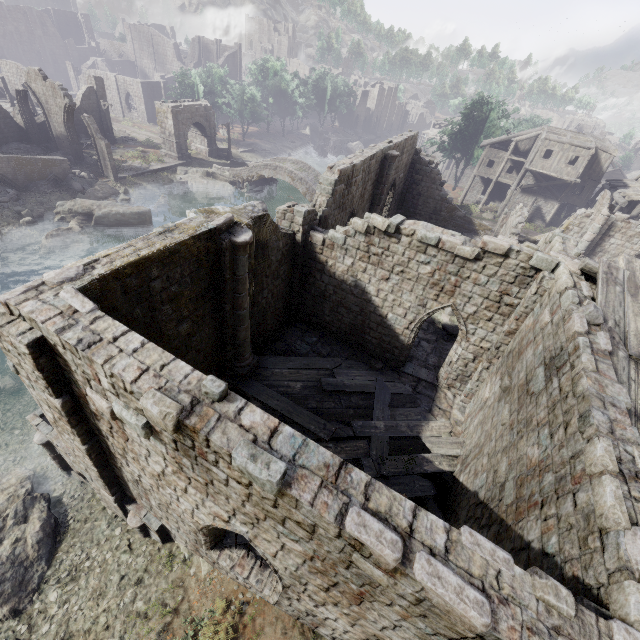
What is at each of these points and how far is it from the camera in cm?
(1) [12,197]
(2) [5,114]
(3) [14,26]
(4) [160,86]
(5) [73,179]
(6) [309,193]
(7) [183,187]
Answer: (1) rubble, 2631
(2) building, 3284
(3) building, 5988
(4) building, 5362
(5) rubble, 3114
(6) bridge, 3922
(7) rubble, 3825

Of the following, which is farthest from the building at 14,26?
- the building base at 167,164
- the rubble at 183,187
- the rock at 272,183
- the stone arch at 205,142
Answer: the rock at 272,183

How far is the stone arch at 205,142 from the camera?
39.2 meters

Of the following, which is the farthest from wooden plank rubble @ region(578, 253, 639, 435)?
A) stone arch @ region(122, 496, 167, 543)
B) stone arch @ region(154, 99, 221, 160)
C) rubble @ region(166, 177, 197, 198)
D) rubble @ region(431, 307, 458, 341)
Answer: rubble @ region(166, 177, 197, 198)

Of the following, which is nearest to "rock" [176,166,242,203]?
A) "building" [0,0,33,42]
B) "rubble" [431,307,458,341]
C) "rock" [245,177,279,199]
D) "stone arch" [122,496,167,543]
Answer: "rock" [245,177,279,199]

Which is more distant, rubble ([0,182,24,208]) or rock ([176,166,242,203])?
rock ([176,166,242,203])

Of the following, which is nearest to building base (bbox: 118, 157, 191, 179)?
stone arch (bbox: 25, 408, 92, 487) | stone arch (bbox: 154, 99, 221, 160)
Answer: stone arch (bbox: 154, 99, 221, 160)

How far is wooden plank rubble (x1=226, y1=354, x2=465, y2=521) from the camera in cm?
1066
